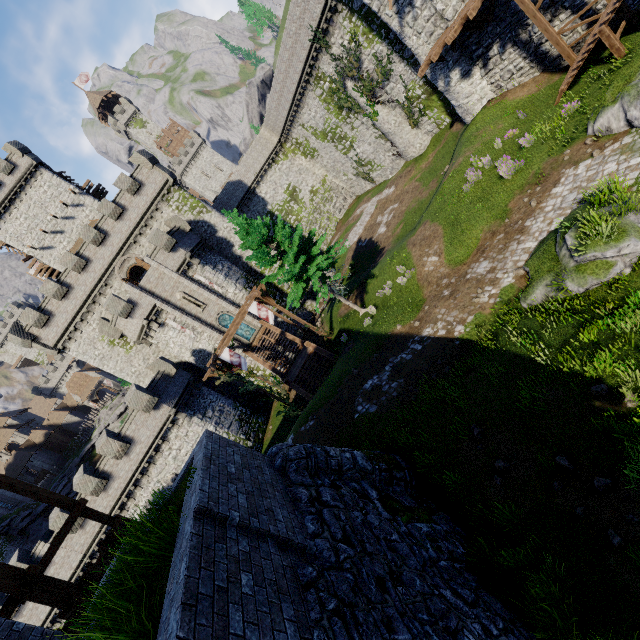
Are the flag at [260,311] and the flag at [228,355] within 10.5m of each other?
yes

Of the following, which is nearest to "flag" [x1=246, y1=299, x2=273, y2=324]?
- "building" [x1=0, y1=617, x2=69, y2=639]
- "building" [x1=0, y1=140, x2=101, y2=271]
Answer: "building" [x1=0, y1=617, x2=69, y2=639]

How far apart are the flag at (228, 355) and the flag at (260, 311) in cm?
276

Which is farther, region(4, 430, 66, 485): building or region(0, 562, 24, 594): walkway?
region(4, 430, 66, 485): building

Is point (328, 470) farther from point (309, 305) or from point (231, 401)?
point (309, 305)

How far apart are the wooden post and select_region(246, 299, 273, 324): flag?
12.9 meters

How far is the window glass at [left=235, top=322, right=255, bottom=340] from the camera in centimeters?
3198cm

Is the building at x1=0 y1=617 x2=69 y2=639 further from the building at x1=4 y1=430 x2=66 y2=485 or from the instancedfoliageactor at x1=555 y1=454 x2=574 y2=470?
the building at x1=4 y1=430 x2=66 y2=485
